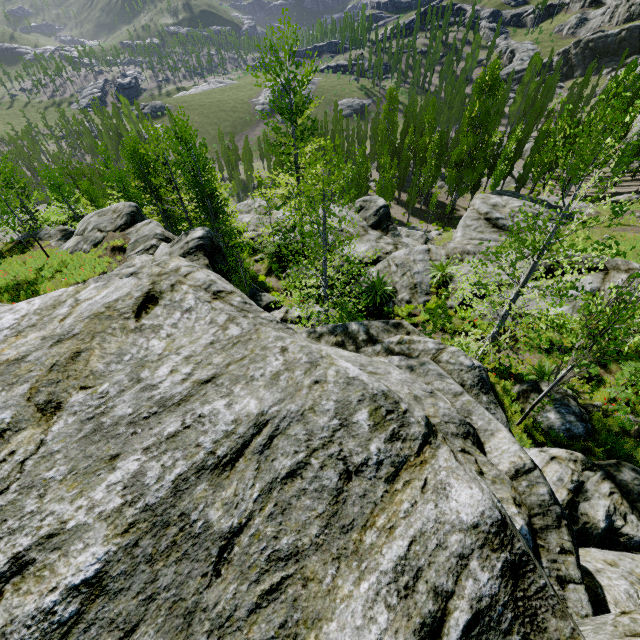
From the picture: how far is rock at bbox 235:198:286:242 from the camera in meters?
25.2 m

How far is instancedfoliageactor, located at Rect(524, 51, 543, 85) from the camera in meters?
57.3 m

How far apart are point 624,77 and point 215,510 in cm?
5394

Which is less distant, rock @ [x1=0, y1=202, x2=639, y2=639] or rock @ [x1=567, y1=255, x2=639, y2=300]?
rock @ [x1=0, y1=202, x2=639, y2=639]

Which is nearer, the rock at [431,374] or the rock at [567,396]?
the rock at [431,374]

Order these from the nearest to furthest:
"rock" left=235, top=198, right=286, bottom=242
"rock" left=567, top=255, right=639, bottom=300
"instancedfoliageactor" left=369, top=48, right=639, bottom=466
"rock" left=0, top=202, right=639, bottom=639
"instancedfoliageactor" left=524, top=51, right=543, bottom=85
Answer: "rock" left=0, top=202, right=639, bottom=639
"instancedfoliageactor" left=369, top=48, right=639, bottom=466
"rock" left=567, top=255, right=639, bottom=300
"rock" left=235, top=198, right=286, bottom=242
"instancedfoliageactor" left=524, top=51, right=543, bottom=85
